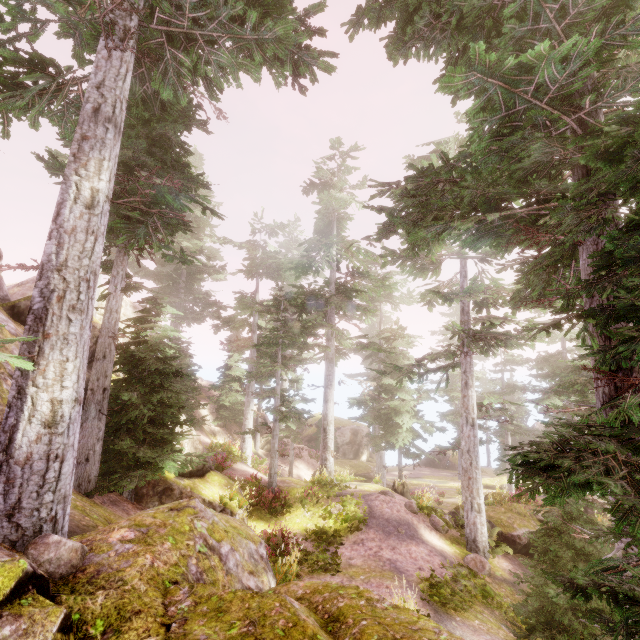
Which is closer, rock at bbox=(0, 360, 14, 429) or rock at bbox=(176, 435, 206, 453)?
rock at bbox=(0, 360, 14, 429)

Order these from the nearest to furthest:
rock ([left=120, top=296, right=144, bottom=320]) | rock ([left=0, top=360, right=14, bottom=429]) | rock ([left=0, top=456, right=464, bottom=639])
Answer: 1. rock ([left=0, top=456, right=464, bottom=639])
2. rock ([left=0, top=360, right=14, bottom=429])
3. rock ([left=120, top=296, right=144, bottom=320])

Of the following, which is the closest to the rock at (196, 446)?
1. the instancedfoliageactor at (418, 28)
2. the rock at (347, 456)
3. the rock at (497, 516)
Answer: the instancedfoliageactor at (418, 28)

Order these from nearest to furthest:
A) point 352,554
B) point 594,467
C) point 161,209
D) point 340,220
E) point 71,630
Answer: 1. point 594,467
2. point 71,630
3. point 161,209
4. point 352,554
5. point 340,220

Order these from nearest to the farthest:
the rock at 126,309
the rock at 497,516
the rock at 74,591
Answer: the rock at 74,591
the rock at 497,516
the rock at 126,309

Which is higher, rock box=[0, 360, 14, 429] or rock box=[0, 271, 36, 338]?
rock box=[0, 271, 36, 338]

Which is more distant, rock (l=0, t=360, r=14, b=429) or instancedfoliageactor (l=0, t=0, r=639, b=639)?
rock (l=0, t=360, r=14, b=429)

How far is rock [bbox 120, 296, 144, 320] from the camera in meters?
19.2 m
